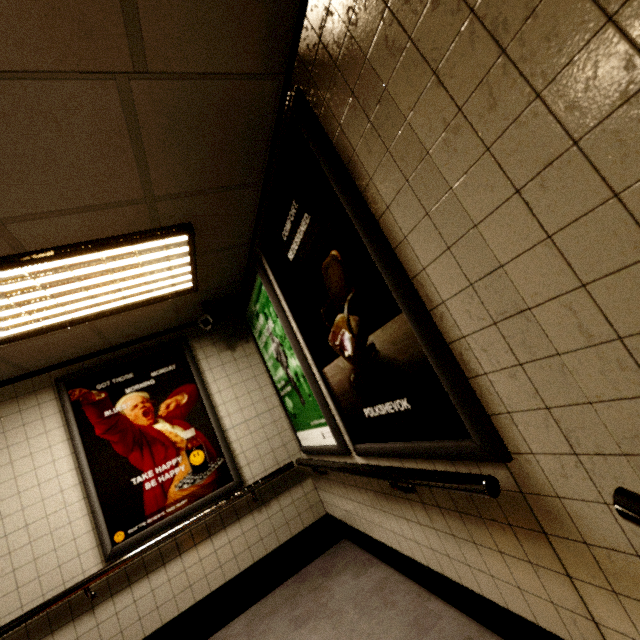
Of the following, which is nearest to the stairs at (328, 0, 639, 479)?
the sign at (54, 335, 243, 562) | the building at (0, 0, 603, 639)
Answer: the building at (0, 0, 603, 639)

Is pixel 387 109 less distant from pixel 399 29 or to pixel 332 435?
pixel 399 29

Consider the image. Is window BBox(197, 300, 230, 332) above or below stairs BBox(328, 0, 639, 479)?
above

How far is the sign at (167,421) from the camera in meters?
3.0

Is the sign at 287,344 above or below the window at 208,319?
below

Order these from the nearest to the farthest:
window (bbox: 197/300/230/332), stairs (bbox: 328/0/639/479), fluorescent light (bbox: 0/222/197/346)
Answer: stairs (bbox: 328/0/639/479)
fluorescent light (bbox: 0/222/197/346)
window (bbox: 197/300/230/332)

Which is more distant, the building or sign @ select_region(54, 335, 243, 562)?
sign @ select_region(54, 335, 243, 562)

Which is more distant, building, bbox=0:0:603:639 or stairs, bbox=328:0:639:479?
building, bbox=0:0:603:639
